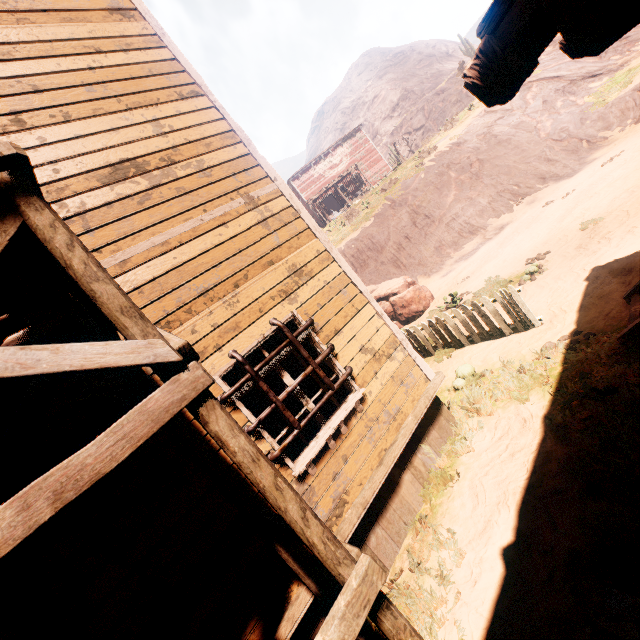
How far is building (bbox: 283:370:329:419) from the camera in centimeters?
411cm

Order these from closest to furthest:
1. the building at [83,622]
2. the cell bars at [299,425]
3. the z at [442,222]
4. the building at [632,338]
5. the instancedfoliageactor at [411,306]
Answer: the building at [83,622] < the z at [442,222] < the cell bars at [299,425] < the building at [632,338] < the instancedfoliageactor at [411,306]

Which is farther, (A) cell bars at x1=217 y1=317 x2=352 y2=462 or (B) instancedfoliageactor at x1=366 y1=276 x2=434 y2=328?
(B) instancedfoliageactor at x1=366 y1=276 x2=434 y2=328

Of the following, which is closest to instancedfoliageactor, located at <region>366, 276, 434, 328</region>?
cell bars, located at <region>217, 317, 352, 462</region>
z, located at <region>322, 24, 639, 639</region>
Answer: z, located at <region>322, 24, 639, 639</region>

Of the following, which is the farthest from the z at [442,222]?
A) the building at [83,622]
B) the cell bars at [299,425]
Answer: the cell bars at [299,425]

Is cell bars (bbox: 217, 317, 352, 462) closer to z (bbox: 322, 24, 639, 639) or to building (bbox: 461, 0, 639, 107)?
building (bbox: 461, 0, 639, 107)

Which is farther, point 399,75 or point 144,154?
point 399,75

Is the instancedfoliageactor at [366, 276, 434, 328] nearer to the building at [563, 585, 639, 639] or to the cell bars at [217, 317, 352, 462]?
the building at [563, 585, 639, 639]
